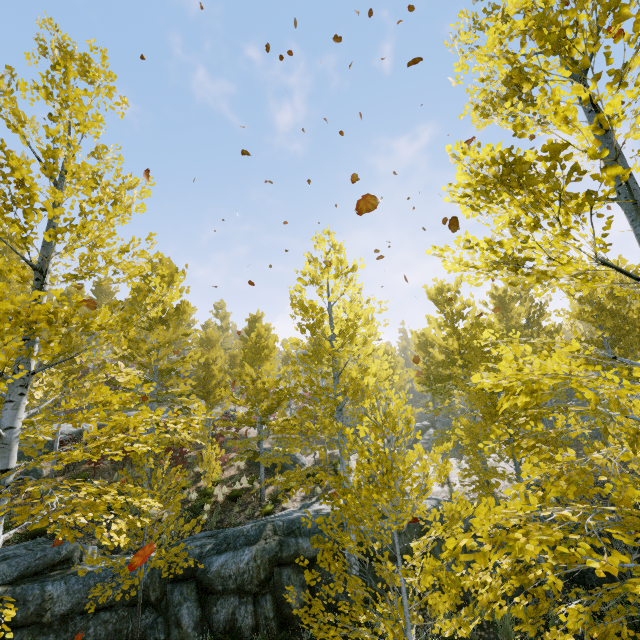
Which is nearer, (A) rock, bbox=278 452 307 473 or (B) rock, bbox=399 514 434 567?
(B) rock, bbox=399 514 434 567

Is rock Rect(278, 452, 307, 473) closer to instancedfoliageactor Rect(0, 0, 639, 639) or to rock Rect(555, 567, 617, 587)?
instancedfoliageactor Rect(0, 0, 639, 639)

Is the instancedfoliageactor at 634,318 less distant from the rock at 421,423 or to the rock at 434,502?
the rock at 434,502

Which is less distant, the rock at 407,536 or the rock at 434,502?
the rock at 407,536

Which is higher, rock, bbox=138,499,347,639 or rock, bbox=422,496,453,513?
rock, bbox=422,496,453,513

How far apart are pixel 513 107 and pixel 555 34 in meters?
0.6 m

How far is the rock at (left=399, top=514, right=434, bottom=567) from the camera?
8.5 meters

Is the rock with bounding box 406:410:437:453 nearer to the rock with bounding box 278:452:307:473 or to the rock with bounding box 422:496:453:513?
the rock with bounding box 422:496:453:513
